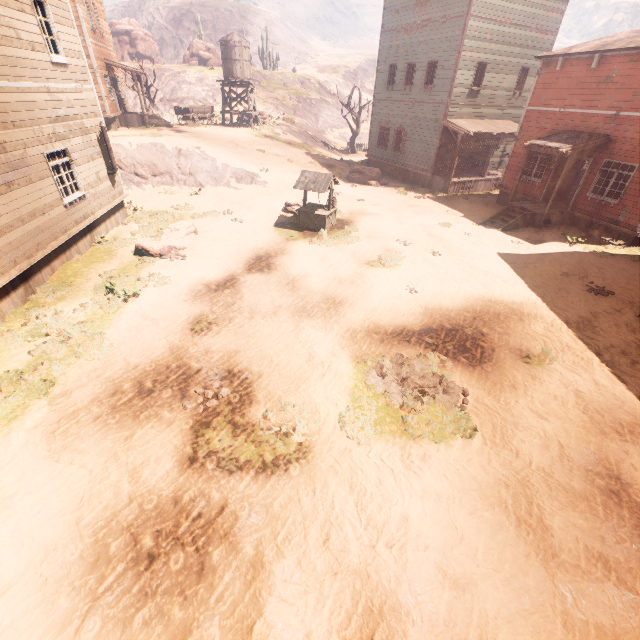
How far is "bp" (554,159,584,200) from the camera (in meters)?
16.25

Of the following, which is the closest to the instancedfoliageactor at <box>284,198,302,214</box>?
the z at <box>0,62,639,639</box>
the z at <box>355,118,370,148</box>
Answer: the z at <box>0,62,639,639</box>

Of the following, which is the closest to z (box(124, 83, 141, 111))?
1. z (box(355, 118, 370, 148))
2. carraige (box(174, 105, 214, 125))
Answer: carraige (box(174, 105, 214, 125))

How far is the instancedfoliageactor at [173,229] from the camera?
11.5 meters

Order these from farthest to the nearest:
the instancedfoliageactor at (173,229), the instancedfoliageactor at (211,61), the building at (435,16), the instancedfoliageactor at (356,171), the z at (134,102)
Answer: the instancedfoliageactor at (211,61)
the z at (134,102)
the instancedfoliageactor at (356,171)
the building at (435,16)
the instancedfoliageactor at (173,229)

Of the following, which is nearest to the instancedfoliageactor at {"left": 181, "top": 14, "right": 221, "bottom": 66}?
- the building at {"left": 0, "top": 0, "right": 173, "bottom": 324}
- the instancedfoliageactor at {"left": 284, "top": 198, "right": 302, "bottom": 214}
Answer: the building at {"left": 0, "top": 0, "right": 173, "bottom": 324}

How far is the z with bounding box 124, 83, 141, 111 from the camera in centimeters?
3891cm

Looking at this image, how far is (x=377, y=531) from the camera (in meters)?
4.62
